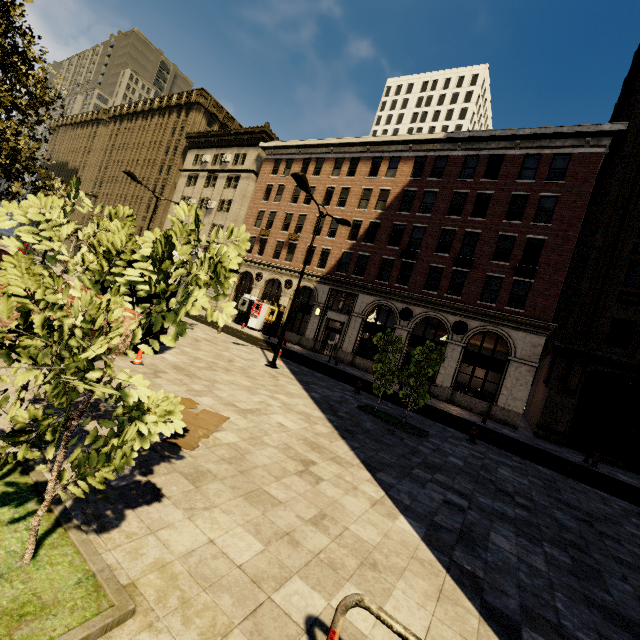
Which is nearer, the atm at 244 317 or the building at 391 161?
the building at 391 161

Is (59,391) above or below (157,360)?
above

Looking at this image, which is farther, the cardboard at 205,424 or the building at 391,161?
the building at 391,161

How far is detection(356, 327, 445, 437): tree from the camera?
11.11m

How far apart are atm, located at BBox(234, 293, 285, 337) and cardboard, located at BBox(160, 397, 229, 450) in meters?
23.9

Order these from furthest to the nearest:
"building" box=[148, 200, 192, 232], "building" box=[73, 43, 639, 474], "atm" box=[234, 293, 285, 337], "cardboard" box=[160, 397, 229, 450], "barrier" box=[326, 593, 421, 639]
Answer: "building" box=[148, 200, 192, 232], "atm" box=[234, 293, 285, 337], "building" box=[73, 43, 639, 474], "cardboard" box=[160, 397, 229, 450], "barrier" box=[326, 593, 421, 639]

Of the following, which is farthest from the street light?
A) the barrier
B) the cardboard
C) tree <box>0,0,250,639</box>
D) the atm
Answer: the atm

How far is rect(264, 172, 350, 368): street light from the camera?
12.88m
